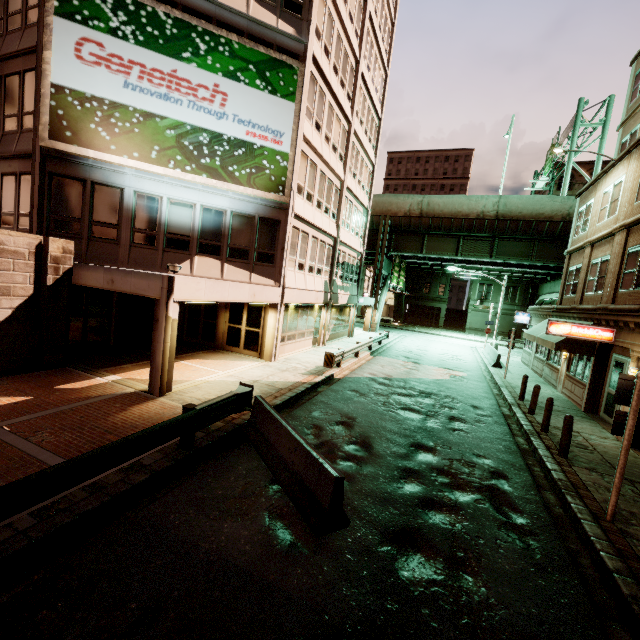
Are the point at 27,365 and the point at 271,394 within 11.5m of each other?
yes

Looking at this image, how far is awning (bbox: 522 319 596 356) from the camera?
14.3 meters

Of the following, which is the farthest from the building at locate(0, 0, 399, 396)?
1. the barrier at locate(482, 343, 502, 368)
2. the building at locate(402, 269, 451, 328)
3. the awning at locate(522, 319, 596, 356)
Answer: the building at locate(402, 269, 451, 328)

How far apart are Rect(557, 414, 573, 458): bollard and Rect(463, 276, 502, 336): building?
44.7 meters

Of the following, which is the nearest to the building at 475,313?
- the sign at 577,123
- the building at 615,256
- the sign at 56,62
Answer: the sign at 577,123

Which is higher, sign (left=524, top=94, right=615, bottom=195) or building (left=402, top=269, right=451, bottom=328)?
sign (left=524, top=94, right=615, bottom=195)

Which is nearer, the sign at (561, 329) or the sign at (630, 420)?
the sign at (630, 420)

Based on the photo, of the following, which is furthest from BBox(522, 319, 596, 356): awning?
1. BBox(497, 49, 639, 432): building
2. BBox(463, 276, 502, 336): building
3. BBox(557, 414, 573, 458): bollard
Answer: BBox(463, 276, 502, 336): building
